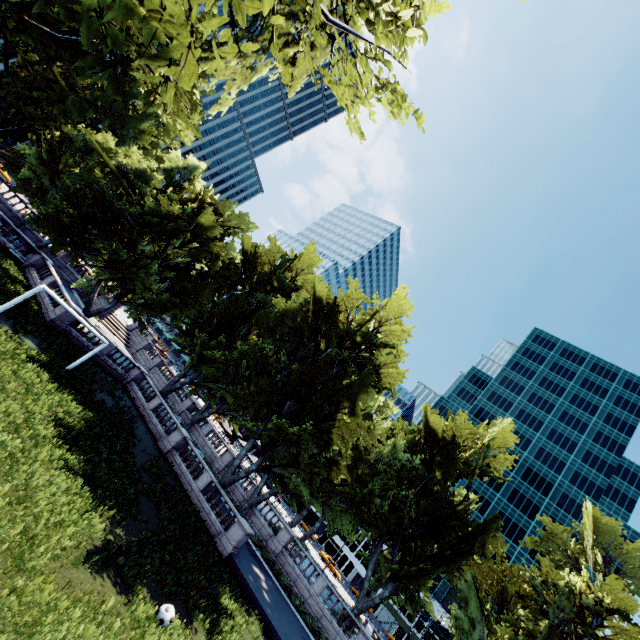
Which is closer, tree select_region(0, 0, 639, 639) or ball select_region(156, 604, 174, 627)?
tree select_region(0, 0, 639, 639)

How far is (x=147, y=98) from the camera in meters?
3.3 m

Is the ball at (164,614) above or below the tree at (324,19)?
below

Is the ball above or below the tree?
below

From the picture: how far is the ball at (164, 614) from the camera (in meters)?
11.53

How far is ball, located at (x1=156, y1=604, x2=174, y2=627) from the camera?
11.53m
